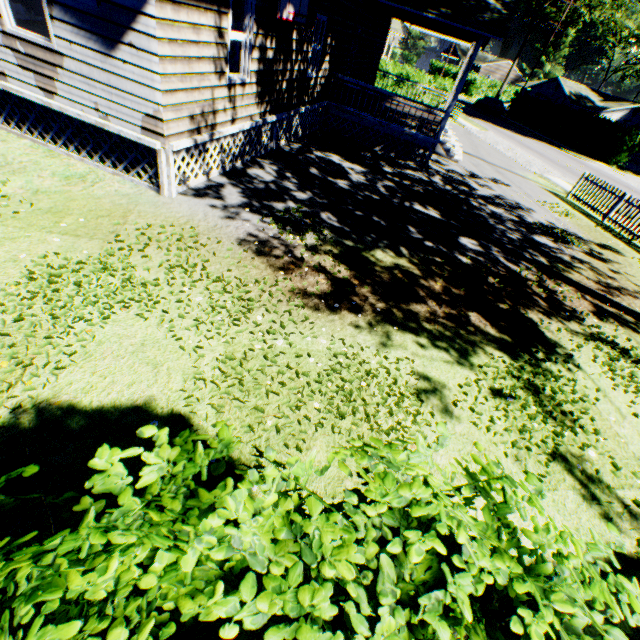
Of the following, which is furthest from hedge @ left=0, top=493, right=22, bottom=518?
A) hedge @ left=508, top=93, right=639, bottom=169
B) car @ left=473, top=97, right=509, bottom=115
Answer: hedge @ left=508, top=93, right=639, bottom=169

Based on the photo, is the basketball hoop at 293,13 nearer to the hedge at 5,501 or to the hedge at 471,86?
the hedge at 5,501

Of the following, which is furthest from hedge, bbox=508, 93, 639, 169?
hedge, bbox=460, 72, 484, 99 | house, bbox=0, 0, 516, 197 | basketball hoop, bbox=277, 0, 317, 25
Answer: basketball hoop, bbox=277, 0, 317, 25

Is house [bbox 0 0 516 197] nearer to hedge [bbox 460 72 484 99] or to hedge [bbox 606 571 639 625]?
hedge [bbox 606 571 639 625]

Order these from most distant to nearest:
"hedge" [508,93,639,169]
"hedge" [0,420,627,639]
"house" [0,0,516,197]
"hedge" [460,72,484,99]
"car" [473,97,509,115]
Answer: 1. "hedge" [460,72,484,99]
2. "car" [473,97,509,115]
3. "hedge" [508,93,639,169]
4. "house" [0,0,516,197]
5. "hedge" [0,420,627,639]

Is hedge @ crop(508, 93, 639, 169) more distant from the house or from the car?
the house

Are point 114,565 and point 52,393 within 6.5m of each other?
yes

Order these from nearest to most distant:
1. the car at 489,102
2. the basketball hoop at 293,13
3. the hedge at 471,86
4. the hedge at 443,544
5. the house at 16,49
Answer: the hedge at 443,544 < the house at 16,49 < the basketball hoop at 293,13 < the car at 489,102 < the hedge at 471,86
